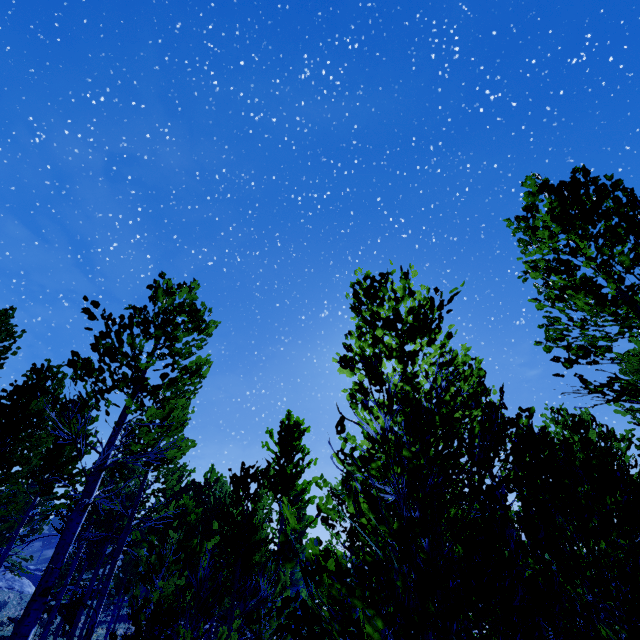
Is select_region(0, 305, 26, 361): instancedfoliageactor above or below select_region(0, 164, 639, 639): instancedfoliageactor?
above

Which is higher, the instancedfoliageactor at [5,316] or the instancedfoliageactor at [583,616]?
the instancedfoliageactor at [5,316]

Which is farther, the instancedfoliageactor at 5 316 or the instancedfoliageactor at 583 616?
the instancedfoliageactor at 5 316

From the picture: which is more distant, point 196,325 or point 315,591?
point 196,325

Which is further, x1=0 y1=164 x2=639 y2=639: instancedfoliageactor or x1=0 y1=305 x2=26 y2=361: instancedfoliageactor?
x1=0 y1=305 x2=26 y2=361: instancedfoliageactor
